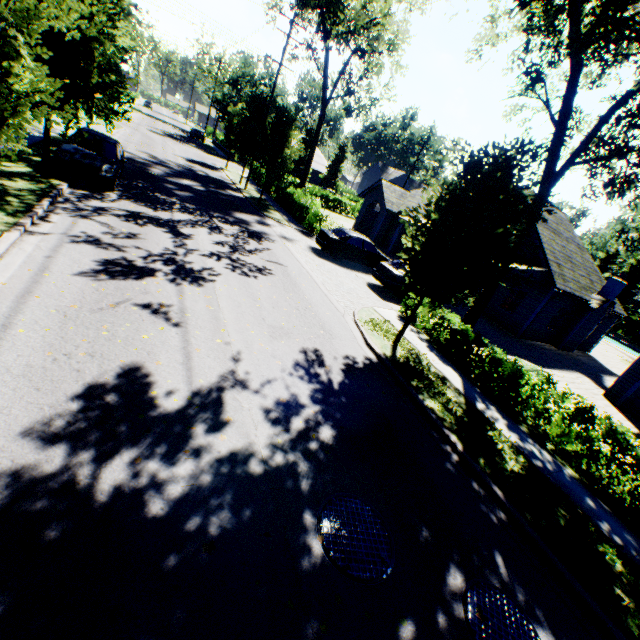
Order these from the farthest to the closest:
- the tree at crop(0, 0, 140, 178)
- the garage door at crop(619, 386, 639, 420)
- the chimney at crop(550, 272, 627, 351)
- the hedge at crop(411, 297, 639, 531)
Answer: the chimney at crop(550, 272, 627, 351)
the garage door at crop(619, 386, 639, 420)
the hedge at crop(411, 297, 639, 531)
the tree at crop(0, 0, 140, 178)

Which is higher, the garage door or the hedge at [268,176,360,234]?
the hedge at [268,176,360,234]

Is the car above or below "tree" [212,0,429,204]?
below

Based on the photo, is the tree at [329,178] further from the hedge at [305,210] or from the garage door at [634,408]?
the garage door at [634,408]

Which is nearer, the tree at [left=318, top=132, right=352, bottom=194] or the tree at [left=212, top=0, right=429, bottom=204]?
the tree at [left=212, top=0, right=429, bottom=204]

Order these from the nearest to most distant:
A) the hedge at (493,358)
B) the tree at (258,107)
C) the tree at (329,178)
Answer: the hedge at (493,358) → the tree at (258,107) → the tree at (329,178)

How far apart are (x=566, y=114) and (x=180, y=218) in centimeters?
1399cm

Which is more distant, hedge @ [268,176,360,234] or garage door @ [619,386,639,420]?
hedge @ [268,176,360,234]
